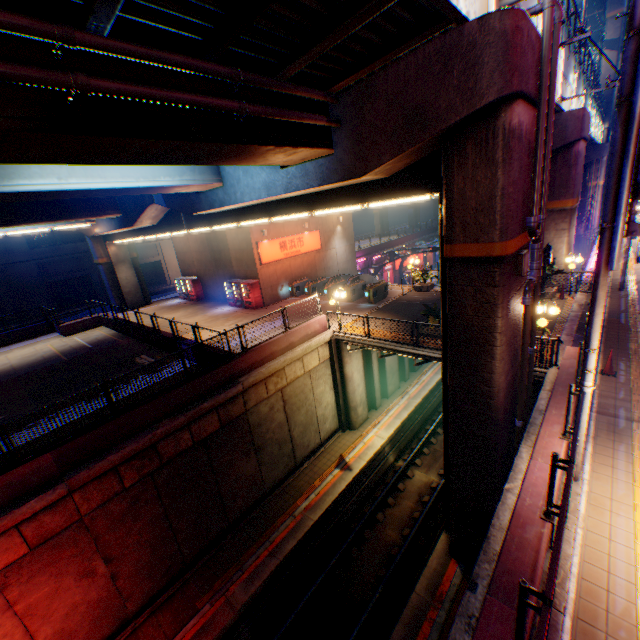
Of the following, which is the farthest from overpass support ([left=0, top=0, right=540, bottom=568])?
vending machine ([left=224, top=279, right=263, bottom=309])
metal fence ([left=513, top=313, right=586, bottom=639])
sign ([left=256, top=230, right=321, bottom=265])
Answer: vending machine ([left=224, top=279, right=263, bottom=309])

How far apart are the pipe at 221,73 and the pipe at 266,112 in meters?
0.3 m

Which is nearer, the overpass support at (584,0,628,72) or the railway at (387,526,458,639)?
the railway at (387,526,458,639)

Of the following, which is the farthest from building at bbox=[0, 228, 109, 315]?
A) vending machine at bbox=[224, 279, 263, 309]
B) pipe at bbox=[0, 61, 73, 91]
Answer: pipe at bbox=[0, 61, 73, 91]

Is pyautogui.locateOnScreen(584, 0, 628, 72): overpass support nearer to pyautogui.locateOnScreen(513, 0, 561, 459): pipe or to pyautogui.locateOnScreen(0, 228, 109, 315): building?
pyautogui.locateOnScreen(513, 0, 561, 459): pipe

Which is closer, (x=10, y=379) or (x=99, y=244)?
(x=10, y=379)

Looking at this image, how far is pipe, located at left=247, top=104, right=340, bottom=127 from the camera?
6.4 meters
